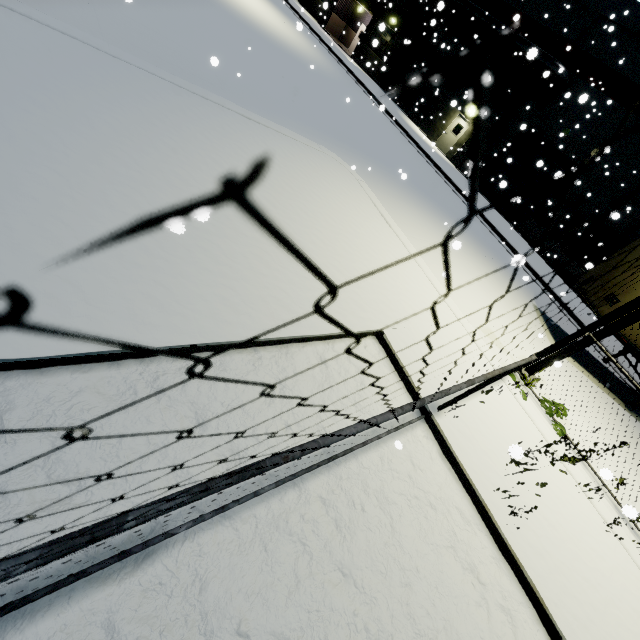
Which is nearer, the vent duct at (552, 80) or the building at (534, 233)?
the vent duct at (552, 80)

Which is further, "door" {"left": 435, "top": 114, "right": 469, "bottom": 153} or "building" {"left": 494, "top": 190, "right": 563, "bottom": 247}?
"door" {"left": 435, "top": 114, "right": 469, "bottom": 153}

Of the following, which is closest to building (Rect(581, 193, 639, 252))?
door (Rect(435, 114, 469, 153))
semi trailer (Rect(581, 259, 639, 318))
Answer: door (Rect(435, 114, 469, 153))

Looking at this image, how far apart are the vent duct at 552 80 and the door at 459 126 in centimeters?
408cm

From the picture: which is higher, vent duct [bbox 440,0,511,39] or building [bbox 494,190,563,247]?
vent duct [bbox 440,0,511,39]

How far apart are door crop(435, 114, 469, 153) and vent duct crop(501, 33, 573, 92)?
4.1 meters

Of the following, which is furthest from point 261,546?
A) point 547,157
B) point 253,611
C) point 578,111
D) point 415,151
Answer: point 578,111

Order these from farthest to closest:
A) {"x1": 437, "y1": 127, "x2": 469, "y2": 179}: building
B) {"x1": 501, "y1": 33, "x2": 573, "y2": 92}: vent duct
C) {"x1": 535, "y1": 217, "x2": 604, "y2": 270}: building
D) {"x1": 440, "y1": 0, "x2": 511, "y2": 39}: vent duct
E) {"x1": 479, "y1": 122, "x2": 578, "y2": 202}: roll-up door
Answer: {"x1": 437, "y1": 127, "x2": 469, "y2": 179}: building → {"x1": 440, "y1": 0, "x2": 511, "y2": 39}: vent duct → {"x1": 479, "y1": 122, "x2": 578, "y2": 202}: roll-up door → {"x1": 535, "y1": 217, "x2": 604, "y2": 270}: building → {"x1": 501, "y1": 33, "x2": 573, "y2": 92}: vent duct
